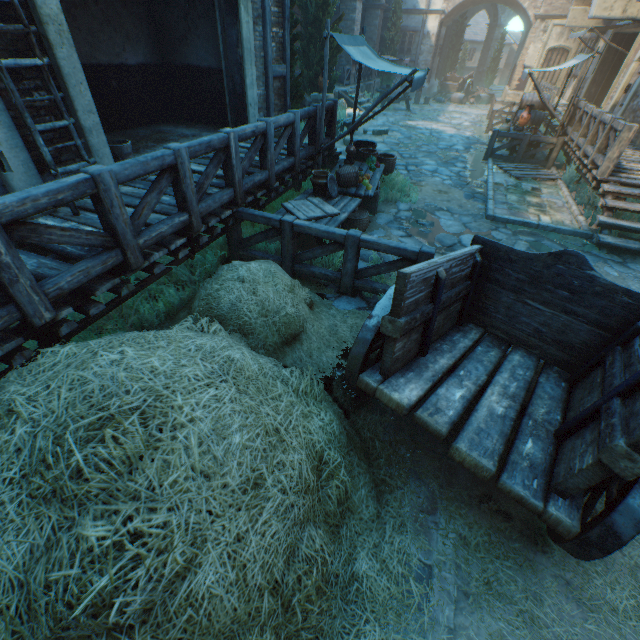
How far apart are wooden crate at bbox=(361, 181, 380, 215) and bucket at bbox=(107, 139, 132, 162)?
4.06m

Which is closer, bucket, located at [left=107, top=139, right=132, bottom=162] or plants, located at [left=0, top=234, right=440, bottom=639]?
plants, located at [left=0, top=234, right=440, bottom=639]

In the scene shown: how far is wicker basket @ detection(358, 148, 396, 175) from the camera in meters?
7.9 m

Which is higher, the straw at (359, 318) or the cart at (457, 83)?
the cart at (457, 83)

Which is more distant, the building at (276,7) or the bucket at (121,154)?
the building at (276,7)

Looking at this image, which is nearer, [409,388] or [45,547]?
[45,547]

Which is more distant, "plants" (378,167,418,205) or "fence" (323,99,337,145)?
"plants" (378,167,418,205)

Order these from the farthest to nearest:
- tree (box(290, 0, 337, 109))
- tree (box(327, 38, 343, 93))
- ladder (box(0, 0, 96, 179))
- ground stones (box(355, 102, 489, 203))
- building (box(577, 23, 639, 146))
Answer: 1. tree (box(327, 38, 343, 93))
2. building (box(577, 23, 639, 146))
3. ground stones (box(355, 102, 489, 203))
4. tree (box(290, 0, 337, 109))
5. ladder (box(0, 0, 96, 179))
